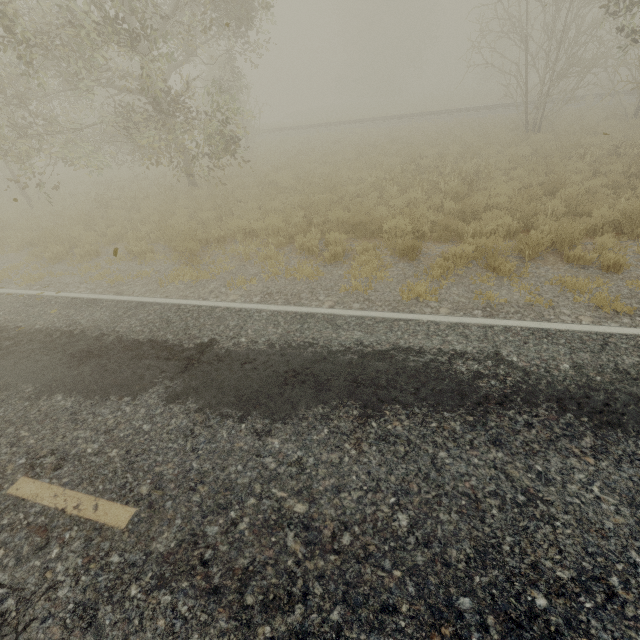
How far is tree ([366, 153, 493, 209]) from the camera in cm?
969

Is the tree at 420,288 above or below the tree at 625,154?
below

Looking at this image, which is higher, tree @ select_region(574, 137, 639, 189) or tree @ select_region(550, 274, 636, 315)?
tree @ select_region(574, 137, 639, 189)

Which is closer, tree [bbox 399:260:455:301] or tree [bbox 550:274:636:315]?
tree [bbox 550:274:636:315]

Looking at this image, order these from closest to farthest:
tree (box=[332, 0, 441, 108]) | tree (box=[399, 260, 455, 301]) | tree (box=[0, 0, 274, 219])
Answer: tree (box=[399, 260, 455, 301]), tree (box=[0, 0, 274, 219]), tree (box=[332, 0, 441, 108])

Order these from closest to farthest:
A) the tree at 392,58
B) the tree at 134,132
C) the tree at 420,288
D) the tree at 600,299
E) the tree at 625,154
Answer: the tree at 600,299, the tree at 420,288, the tree at 134,132, the tree at 625,154, the tree at 392,58

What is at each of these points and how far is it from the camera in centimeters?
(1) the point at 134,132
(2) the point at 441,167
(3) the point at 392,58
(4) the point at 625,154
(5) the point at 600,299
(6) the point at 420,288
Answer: (1) tree, 1548cm
(2) tree, 1174cm
(3) tree, 4706cm
(4) tree, 1115cm
(5) tree, 500cm
(6) tree, 572cm
